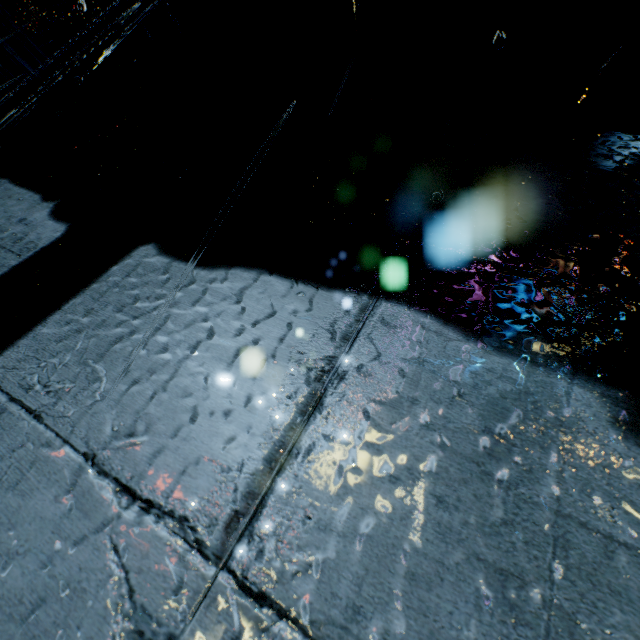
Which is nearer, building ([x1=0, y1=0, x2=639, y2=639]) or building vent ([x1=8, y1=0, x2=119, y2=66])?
building ([x1=0, y1=0, x2=639, y2=639])

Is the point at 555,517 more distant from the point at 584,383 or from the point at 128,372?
the point at 128,372

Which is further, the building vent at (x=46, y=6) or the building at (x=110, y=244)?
the building vent at (x=46, y=6)
